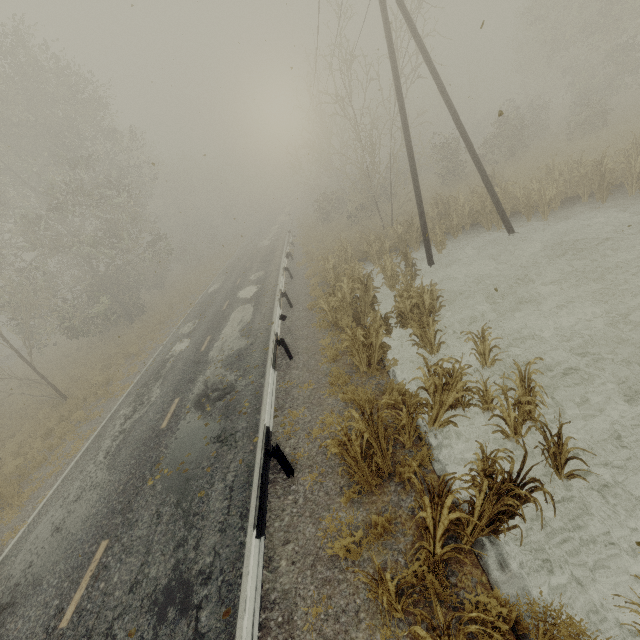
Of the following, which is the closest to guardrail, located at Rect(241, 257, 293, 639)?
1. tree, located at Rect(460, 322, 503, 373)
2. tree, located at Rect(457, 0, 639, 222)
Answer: tree, located at Rect(457, 0, 639, 222)

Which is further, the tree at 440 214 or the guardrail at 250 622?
the tree at 440 214

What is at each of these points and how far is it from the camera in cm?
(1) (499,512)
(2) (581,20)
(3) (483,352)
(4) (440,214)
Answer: (1) tree, 484
(2) tree, 2264
(3) tree, 794
(4) tree, 1830

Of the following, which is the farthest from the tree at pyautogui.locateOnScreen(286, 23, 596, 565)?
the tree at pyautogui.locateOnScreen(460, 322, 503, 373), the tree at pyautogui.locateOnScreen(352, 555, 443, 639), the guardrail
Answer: the tree at pyautogui.locateOnScreen(460, 322, 503, 373)

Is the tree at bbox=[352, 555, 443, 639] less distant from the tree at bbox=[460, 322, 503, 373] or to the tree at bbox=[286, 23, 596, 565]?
the tree at bbox=[460, 322, 503, 373]

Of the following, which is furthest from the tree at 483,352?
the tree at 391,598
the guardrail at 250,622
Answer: the guardrail at 250,622

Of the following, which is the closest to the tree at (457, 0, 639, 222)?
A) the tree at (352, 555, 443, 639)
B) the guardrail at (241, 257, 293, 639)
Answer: the guardrail at (241, 257, 293, 639)

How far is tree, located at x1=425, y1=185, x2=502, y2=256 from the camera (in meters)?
15.13
